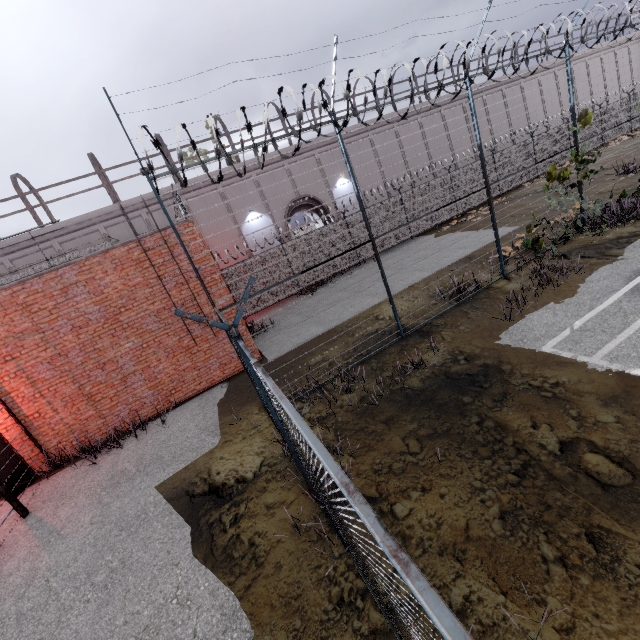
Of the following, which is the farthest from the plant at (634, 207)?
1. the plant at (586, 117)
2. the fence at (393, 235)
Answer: the plant at (586, 117)

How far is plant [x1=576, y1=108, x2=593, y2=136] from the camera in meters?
9.7 m

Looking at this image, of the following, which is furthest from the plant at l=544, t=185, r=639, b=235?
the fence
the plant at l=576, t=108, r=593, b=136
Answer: the plant at l=576, t=108, r=593, b=136

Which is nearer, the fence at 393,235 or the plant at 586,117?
the fence at 393,235

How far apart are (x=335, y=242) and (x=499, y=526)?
16.0m

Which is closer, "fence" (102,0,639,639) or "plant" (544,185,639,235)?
"fence" (102,0,639,639)

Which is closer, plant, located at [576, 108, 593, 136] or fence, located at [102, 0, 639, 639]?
fence, located at [102, 0, 639, 639]
